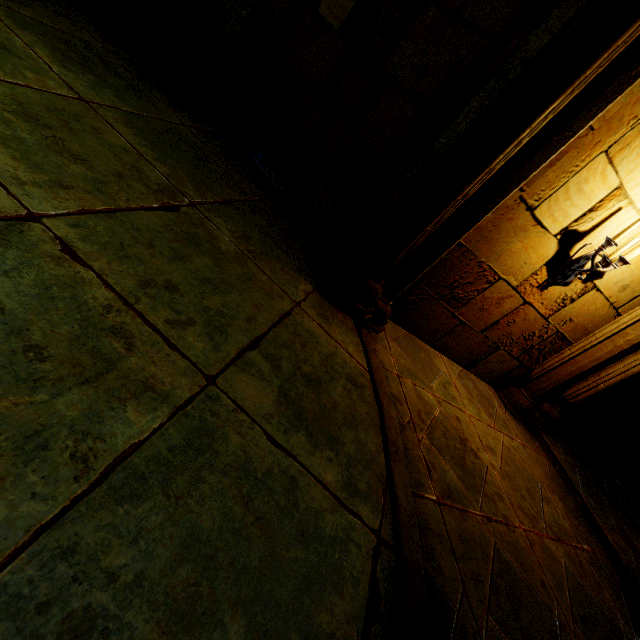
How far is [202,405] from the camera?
1.42m
